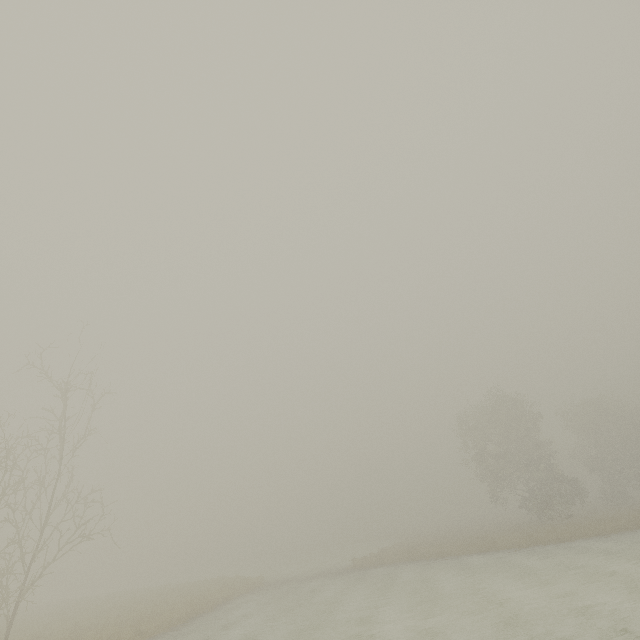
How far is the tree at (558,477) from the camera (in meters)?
28.31

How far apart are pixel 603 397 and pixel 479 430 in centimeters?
1617cm

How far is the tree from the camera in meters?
28.3
